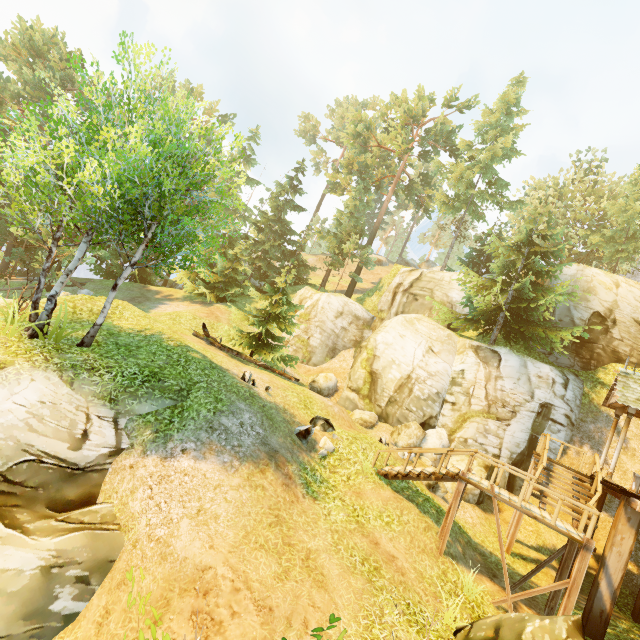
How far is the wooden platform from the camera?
9.0m

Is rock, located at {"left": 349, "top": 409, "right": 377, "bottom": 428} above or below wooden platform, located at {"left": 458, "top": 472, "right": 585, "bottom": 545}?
below

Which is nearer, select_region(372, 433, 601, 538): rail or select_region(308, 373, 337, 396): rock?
select_region(372, 433, 601, 538): rail

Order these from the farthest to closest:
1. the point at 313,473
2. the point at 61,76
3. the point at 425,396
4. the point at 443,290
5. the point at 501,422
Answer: the point at 61,76 < the point at 443,290 < the point at 425,396 < the point at 501,422 < the point at 313,473

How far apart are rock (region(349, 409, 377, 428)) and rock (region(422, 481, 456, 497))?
4.2 meters

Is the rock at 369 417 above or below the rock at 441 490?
above

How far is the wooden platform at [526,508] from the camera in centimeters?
899cm

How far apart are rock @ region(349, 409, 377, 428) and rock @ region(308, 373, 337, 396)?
2.7 meters
